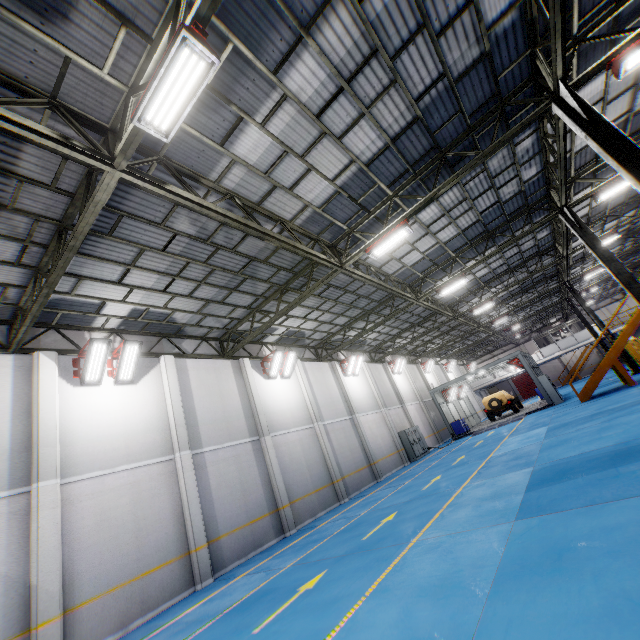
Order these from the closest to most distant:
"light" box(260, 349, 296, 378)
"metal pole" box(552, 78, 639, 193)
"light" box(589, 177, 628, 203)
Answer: "metal pole" box(552, 78, 639, 193), "light" box(589, 177, 628, 203), "light" box(260, 349, 296, 378)

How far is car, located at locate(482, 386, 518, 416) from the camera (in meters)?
27.21

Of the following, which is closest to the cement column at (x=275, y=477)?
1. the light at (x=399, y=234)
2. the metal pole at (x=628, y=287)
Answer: the light at (x=399, y=234)

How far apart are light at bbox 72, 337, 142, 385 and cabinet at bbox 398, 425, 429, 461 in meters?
19.7

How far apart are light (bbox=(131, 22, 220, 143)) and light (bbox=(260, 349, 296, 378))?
12.2m

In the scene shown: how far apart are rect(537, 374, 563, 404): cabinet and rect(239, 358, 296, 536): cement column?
20.71m

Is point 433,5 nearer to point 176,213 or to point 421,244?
point 176,213

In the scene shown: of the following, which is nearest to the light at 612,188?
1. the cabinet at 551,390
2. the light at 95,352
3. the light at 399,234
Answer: the light at 399,234
